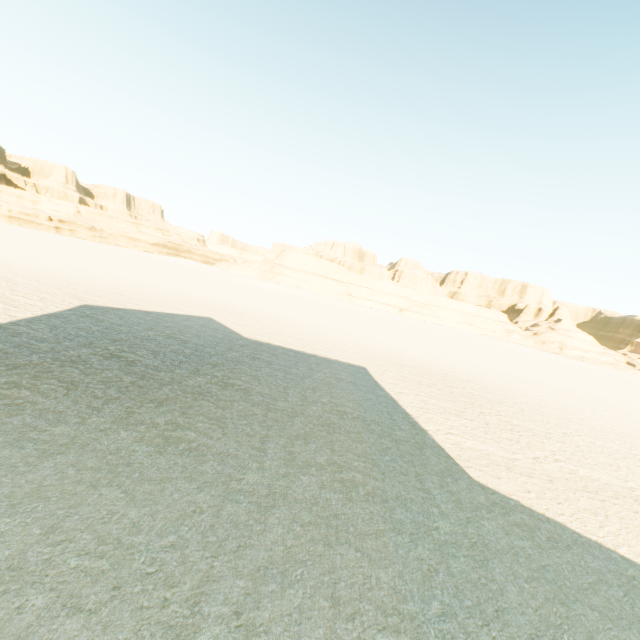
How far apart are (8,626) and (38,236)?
68.13m
